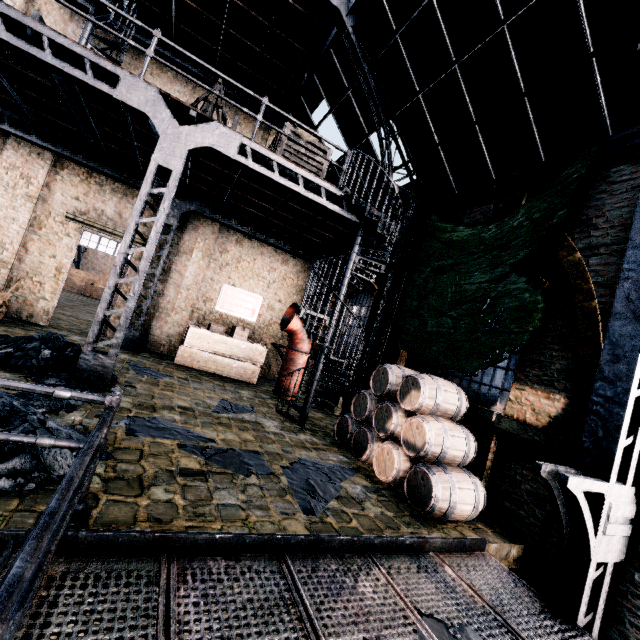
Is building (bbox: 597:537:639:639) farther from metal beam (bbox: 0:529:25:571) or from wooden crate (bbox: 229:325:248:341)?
wooden crate (bbox: 229:325:248:341)

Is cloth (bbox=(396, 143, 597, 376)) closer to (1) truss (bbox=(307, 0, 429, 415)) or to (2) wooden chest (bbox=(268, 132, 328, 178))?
(1) truss (bbox=(307, 0, 429, 415))

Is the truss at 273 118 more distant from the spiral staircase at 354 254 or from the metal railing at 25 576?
the metal railing at 25 576

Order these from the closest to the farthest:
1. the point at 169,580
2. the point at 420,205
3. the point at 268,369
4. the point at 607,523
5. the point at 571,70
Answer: the point at 169,580 < the point at 607,523 < the point at 571,70 < the point at 420,205 < the point at 268,369

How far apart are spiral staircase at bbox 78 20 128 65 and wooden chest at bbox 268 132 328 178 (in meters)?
5.85

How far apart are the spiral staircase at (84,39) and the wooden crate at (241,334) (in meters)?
9.37

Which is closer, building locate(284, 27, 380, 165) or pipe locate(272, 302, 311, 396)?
building locate(284, 27, 380, 165)

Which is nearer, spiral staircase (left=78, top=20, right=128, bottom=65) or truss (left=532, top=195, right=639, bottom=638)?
truss (left=532, top=195, right=639, bottom=638)
